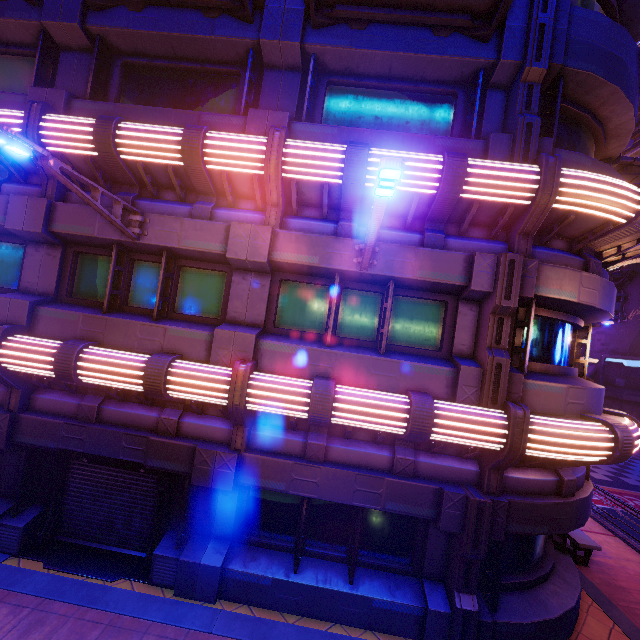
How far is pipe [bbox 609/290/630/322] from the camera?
29.80m

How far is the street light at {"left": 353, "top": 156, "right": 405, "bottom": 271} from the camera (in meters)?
3.40

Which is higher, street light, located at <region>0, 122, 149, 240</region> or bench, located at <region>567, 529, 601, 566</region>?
street light, located at <region>0, 122, 149, 240</region>

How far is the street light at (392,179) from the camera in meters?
3.4 m

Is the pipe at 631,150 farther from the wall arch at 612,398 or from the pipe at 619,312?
the pipe at 619,312

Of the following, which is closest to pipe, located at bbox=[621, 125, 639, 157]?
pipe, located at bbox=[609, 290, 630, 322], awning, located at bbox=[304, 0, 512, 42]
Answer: pipe, located at bbox=[609, 290, 630, 322]

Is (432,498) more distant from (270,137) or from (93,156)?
(93,156)

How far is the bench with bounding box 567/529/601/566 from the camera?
9.2 meters
